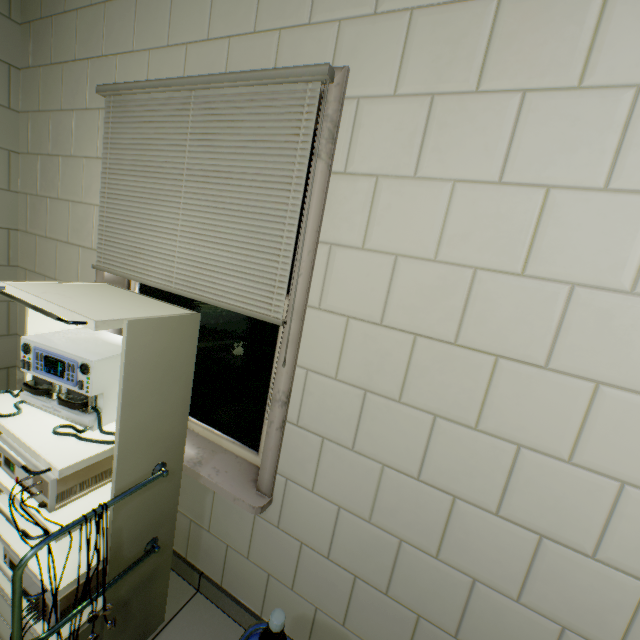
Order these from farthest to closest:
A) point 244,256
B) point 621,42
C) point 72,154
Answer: point 72,154, point 244,256, point 621,42

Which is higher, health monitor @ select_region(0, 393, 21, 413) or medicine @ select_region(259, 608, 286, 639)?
health monitor @ select_region(0, 393, 21, 413)

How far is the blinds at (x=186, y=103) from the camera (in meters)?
1.20

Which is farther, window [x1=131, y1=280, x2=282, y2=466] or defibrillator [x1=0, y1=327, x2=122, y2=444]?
window [x1=131, y1=280, x2=282, y2=466]

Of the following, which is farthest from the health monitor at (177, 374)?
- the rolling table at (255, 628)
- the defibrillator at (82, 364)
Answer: the rolling table at (255, 628)

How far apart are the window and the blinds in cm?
17

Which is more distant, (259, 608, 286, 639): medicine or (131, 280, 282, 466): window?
(131, 280, 282, 466): window

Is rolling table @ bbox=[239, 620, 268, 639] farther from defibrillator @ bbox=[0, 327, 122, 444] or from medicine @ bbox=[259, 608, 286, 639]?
defibrillator @ bbox=[0, 327, 122, 444]
